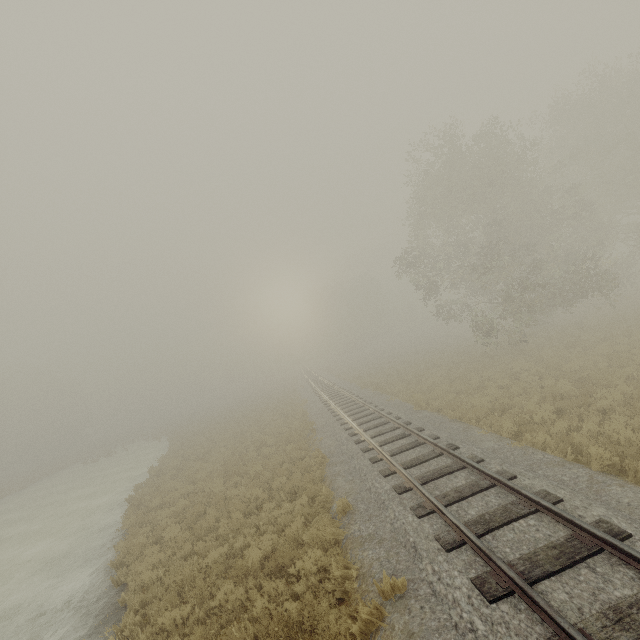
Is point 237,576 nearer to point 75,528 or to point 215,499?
point 215,499
